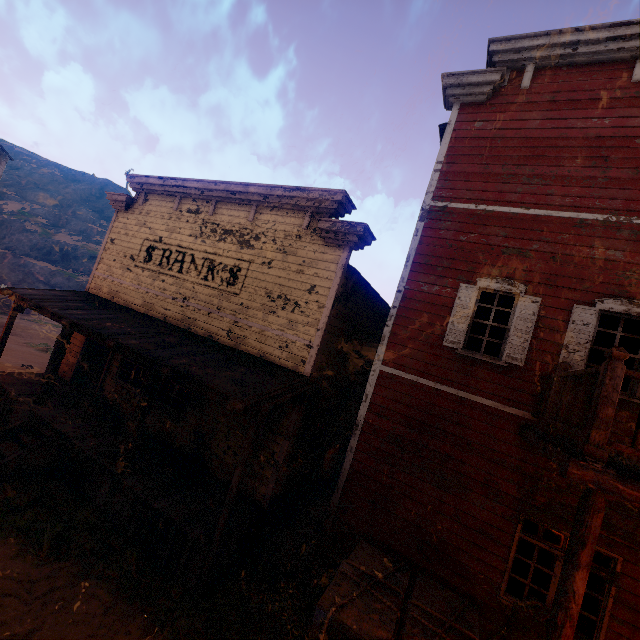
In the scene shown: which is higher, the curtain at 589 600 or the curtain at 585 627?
the curtain at 589 600

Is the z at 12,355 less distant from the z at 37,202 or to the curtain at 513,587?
the curtain at 513,587

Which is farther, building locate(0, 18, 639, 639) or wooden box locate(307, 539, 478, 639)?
building locate(0, 18, 639, 639)

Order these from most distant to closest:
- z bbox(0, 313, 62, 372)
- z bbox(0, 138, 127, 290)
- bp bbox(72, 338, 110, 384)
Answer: z bbox(0, 138, 127, 290)
z bbox(0, 313, 62, 372)
bp bbox(72, 338, 110, 384)

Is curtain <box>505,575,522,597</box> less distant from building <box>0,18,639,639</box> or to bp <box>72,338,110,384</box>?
building <box>0,18,639,639</box>

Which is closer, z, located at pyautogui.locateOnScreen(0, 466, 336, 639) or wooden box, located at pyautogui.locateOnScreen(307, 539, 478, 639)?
wooden box, located at pyautogui.locateOnScreen(307, 539, 478, 639)

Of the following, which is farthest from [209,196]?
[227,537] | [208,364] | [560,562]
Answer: [560,562]

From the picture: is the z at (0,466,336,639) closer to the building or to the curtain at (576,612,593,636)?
the building
